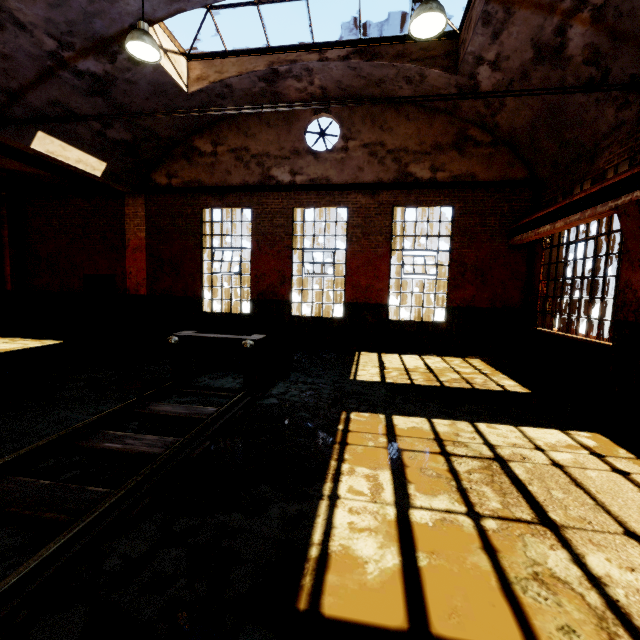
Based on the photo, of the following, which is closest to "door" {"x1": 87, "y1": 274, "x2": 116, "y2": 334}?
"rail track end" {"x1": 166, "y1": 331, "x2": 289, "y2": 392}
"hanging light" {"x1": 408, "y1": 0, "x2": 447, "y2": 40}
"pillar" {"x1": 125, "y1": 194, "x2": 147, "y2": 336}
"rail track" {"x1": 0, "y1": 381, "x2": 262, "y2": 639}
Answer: "pillar" {"x1": 125, "y1": 194, "x2": 147, "y2": 336}

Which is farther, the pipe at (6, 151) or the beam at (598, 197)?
the pipe at (6, 151)

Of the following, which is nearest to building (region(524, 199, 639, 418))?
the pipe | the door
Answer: the pipe

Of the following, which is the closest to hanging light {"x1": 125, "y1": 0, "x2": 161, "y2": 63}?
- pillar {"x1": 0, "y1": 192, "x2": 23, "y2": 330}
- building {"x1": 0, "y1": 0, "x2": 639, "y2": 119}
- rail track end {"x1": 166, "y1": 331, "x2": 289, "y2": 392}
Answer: building {"x1": 0, "y1": 0, "x2": 639, "y2": 119}

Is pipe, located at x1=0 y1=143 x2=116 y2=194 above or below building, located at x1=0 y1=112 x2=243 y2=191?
below

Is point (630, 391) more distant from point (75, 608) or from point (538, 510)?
point (75, 608)

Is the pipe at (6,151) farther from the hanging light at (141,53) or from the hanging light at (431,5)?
the hanging light at (431,5)

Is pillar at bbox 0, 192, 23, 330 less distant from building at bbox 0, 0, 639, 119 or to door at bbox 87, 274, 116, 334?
door at bbox 87, 274, 116, 334
